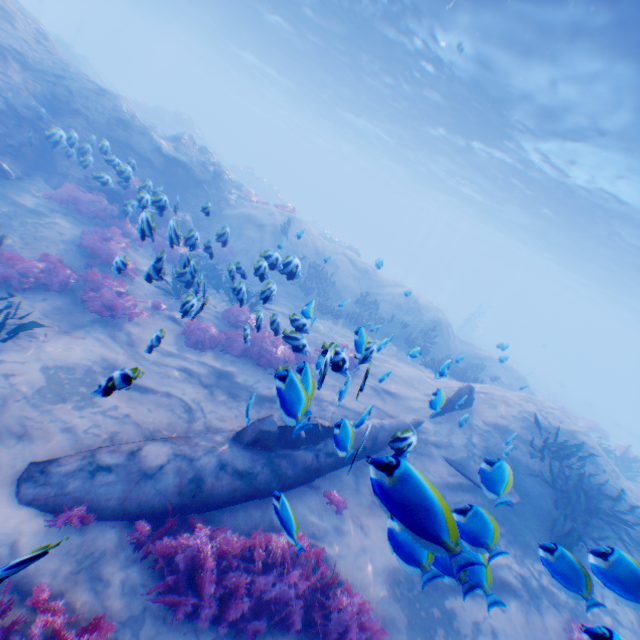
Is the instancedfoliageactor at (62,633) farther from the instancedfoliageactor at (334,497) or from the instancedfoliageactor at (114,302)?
the instancedfoliageactor at (114,302)

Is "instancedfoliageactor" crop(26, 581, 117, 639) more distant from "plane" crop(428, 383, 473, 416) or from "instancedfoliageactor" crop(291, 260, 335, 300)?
"instancedfoliageactor" crop(291, 260, 335, 300)

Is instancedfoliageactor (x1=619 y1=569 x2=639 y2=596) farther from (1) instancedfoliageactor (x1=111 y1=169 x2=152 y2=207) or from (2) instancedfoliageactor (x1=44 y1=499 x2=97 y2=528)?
(2) instancedfoliageactor (x1=44 y1=499 x2=97 y2=528)

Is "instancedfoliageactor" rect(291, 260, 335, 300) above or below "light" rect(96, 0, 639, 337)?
below

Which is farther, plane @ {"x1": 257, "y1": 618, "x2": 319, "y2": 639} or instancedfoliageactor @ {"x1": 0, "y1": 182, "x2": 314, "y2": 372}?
instancedfoliageactor @ {"x1": 0, "y1": 182, "x2": 314, "y2": 372}

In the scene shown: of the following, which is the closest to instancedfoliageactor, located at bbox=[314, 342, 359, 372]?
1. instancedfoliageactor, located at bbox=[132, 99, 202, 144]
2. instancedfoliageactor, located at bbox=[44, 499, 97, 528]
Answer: instancedfoliageactor, located at bbox=[44, 499, 97, 528]

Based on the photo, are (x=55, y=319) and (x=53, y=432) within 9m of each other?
yes

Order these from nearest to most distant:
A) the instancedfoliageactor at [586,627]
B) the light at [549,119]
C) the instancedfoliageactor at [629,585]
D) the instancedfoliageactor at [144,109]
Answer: the instancedfoliageactor at [586,627]
the instancedfoliageactor at [629,585]
the light at [549,119]
the instancedfoliageactor at [144,109]
